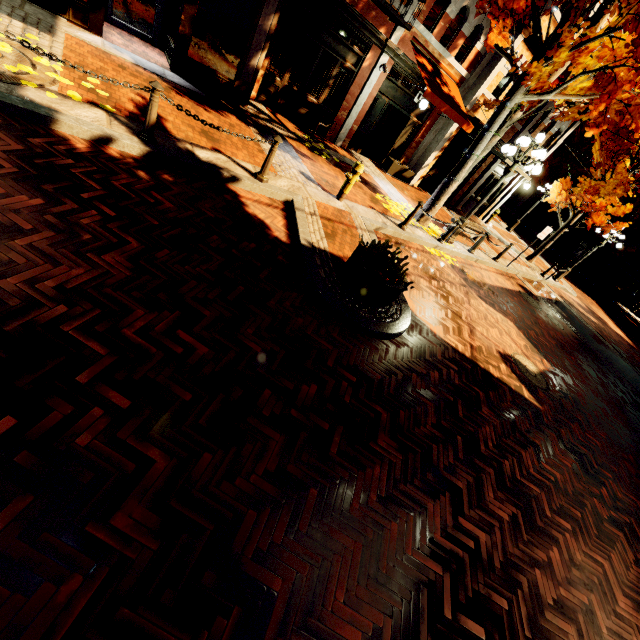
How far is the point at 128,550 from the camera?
2.0 meters

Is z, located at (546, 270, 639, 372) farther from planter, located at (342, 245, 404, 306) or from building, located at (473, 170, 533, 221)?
planter, located at (342, 245, 404, 306)

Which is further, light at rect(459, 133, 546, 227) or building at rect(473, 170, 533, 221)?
building at rect(473, 170, 533, 221)

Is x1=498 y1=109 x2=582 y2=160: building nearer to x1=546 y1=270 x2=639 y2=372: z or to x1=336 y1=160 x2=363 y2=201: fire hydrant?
x1=336 y1=160 x2=363 y2=201: fire hydrant

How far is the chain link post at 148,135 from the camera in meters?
4.1

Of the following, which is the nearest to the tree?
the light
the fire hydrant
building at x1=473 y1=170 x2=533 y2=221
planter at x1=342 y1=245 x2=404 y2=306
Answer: the light

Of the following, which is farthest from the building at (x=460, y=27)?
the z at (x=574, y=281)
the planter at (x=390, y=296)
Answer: the planter at (x=390, y=296)

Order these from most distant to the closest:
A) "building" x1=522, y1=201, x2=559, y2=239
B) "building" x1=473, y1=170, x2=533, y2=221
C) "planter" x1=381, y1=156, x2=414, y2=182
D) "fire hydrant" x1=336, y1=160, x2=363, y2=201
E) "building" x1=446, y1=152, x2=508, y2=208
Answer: "building" x1=522, y1=201, x2=559, y2=239
"building" x1=473, y1=170, x2=533, y2=221
"building" x1=446, y1=152, x2=508, y2=208
"planter" x1=381, y1=156, x2=414, y2=182
"fire hydrant" x1=336, y1=160, x2=363, y2=201
